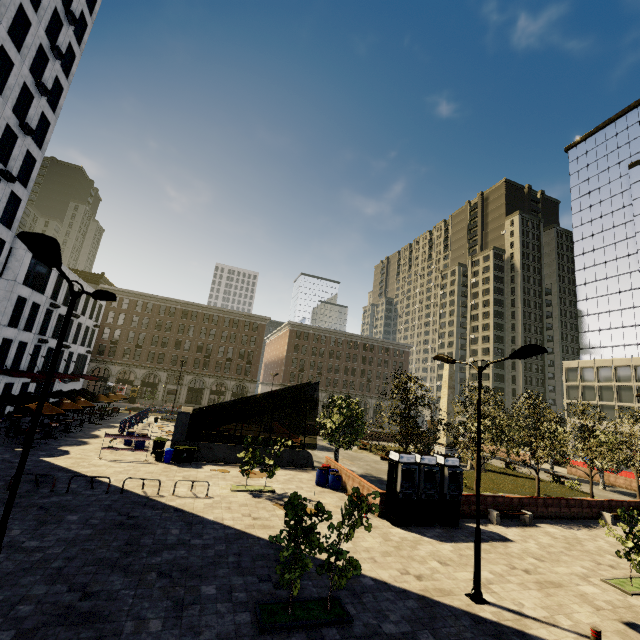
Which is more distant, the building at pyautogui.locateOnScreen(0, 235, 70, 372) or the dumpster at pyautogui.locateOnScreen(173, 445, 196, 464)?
the building at pyautogui.locateOnScreen(0, 235, 70, 372)

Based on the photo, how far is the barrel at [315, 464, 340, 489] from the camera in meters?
20.2

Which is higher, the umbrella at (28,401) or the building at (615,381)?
the building at (615,381)

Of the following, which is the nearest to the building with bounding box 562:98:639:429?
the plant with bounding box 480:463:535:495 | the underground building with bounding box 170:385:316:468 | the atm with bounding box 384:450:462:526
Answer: the atm with bounding box 384:450:462:526

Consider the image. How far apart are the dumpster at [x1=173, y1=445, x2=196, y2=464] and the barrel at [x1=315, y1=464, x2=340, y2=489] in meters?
9.0

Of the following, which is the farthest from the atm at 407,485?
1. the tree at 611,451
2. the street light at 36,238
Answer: the street light at 36,238

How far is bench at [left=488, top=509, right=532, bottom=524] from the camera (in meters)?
17.72

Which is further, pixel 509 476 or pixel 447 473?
pixel 509 476
